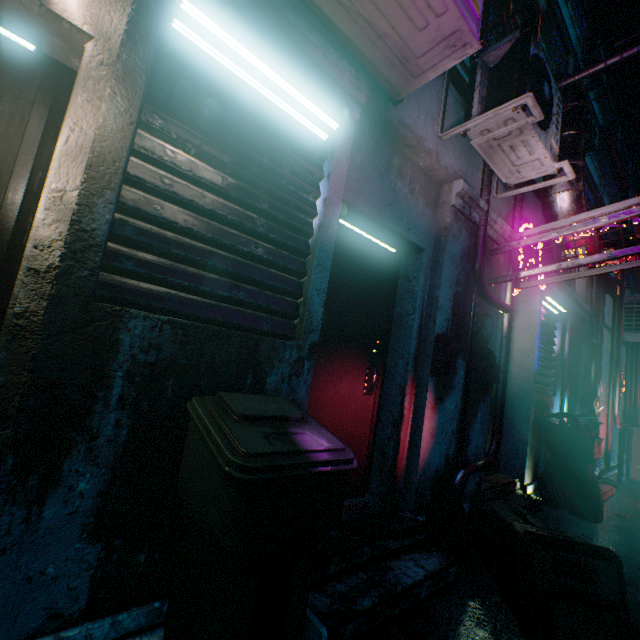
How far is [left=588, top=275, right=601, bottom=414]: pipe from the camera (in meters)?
5.96

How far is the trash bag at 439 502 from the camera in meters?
2.2 m

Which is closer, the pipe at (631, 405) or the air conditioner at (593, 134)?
the pipe at (631, 405)

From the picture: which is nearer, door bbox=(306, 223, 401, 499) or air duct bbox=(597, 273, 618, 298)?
door bbox=(306, 223, 401, 499)

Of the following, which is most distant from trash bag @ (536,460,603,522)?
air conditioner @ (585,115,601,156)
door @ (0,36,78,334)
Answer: air conditioner @ (585,115,601,156)

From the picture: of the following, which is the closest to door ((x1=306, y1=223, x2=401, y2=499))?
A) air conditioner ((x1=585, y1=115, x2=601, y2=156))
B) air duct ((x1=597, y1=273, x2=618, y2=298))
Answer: air duct ((x1=597, y1=273, x2=618, y2=298))

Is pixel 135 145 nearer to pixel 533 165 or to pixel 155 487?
pixel 155 487

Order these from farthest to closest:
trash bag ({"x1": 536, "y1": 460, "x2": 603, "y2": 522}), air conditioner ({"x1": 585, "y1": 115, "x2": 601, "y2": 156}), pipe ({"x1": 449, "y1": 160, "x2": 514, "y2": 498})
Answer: air conditioner ({"x1": 585, "y1": 115, "x2": 601, "y2": 156})
trash bag ({"x1": 536, "y1": 460, "x2": 603, "y2": 522})
pipe ({"x1": 449, "y1": 160, "x2": 514, "y2": 498})
